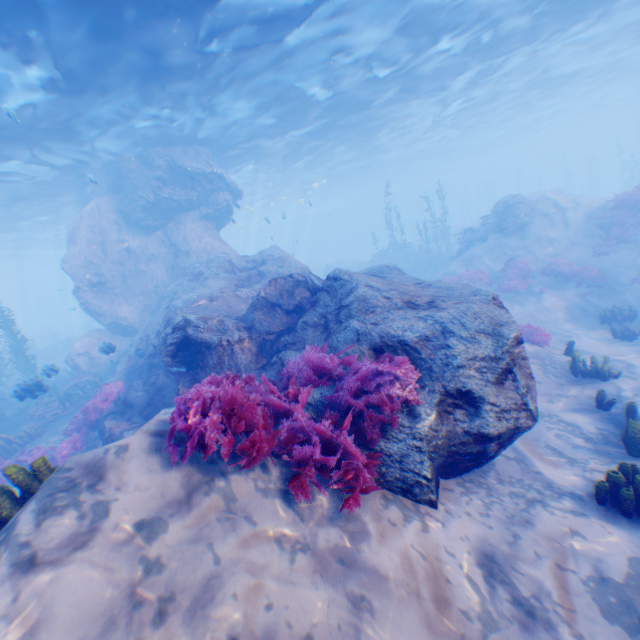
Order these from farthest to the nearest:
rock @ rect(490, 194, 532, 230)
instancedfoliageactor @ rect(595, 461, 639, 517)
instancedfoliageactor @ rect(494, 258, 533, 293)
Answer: rock @ rect(490, 194, 532, 230) → instancedfoliageactor @ rect(494, 258, 533, 293) → instancedfoliageactor @ rect(595, 461, 639, 517)

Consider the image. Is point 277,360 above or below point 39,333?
below

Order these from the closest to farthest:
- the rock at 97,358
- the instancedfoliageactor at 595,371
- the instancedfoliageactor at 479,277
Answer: the rock at 97,358 < the instancedfoliageactor at 595,371 < the instancedfoliageactor at 479,277

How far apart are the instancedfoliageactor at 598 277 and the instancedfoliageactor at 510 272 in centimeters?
38cm

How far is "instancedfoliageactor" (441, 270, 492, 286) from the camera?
17.5 meters

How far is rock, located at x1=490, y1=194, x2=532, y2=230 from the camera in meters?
19.4
